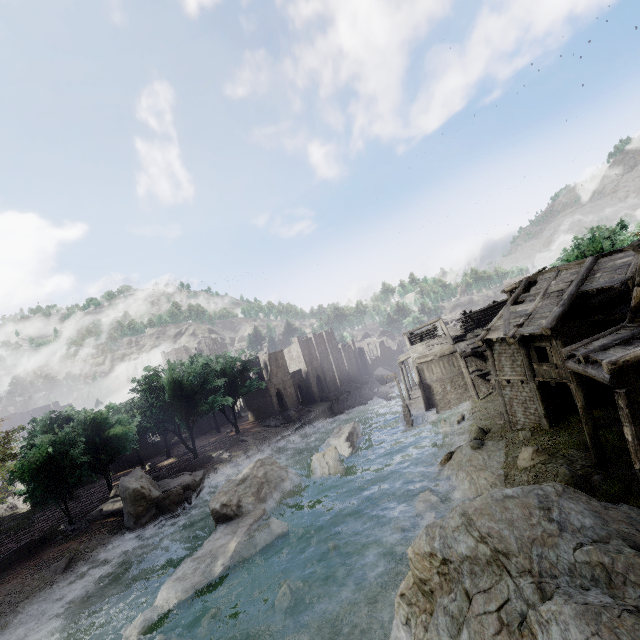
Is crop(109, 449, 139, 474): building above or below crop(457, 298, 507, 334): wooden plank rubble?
below

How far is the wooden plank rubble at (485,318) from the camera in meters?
39.0

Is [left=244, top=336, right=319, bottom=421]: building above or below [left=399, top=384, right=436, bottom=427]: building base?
above

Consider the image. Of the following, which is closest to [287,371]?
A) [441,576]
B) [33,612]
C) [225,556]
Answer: [225,556]

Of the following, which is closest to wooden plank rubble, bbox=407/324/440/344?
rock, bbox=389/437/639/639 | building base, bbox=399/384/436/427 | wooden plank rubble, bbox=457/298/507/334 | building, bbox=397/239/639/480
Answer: building, bbox=397/239/639/480

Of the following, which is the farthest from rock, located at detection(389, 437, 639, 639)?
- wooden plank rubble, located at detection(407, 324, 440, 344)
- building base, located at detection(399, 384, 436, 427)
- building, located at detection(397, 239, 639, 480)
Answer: wooden plank rubble, located at detection(407, 324, 440, 344)

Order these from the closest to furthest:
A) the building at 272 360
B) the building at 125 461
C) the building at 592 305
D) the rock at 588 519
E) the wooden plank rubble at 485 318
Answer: the rock at 588 519 < the building at 592 305 < the wooden plank rubble at 485 318 < the building at 125 461 < the building at 272 360

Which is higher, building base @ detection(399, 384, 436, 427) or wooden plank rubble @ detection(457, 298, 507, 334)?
wooden plank rubble @ detection(457, 298, 507, 334)
